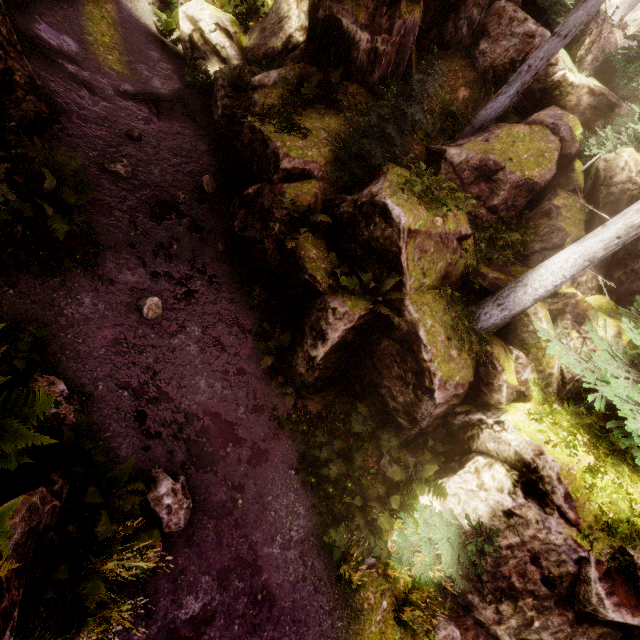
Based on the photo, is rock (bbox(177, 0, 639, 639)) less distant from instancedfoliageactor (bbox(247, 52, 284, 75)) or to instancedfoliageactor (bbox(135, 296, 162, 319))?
instancedfoliageactor (bbox(247, 52, 284, 75))

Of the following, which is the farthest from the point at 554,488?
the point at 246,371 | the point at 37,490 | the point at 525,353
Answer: the point at 37,490

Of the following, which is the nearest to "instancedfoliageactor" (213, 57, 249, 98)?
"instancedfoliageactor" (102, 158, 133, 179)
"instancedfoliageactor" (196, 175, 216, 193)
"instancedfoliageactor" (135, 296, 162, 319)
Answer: "instancedfoliageactor" (102, 158, 133, 179)

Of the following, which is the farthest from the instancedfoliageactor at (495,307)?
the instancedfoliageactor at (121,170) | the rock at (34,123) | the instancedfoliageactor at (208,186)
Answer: the instancedfoliageactor at (208,186)

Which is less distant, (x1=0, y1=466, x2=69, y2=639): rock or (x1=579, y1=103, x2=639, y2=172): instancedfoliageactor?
(x1=0, y1=466, x2=69, y2=639): rock

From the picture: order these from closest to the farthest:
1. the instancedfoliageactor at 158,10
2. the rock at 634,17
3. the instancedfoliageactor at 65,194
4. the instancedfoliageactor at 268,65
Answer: the instancedfoliageactor at 65,194
the instancedfoliageactor at 268,65
the instancedfoliageactor at 158,10
the rock at 634,17
